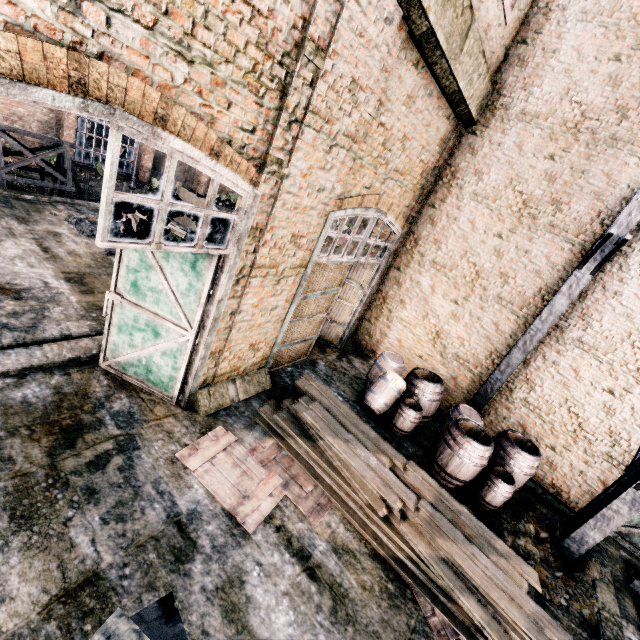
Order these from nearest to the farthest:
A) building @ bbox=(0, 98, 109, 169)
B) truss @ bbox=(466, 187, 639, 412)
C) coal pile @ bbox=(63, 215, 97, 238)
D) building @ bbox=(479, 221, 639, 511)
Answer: truss @ bbox=(466, 187, 639, 412) < building @ bbox=(479, 221, 639, 511) < coal pile @ bbox=(63, 215, 97, 238) < building @ bbox=(0, 98, 109, 169)

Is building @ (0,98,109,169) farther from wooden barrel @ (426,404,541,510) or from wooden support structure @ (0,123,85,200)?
wooden barrel @ (426,404,541,510)

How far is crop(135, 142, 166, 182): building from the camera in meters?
28.7

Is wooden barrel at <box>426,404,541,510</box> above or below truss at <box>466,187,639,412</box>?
below

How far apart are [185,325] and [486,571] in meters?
7.2

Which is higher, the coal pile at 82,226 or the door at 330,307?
the door at 330,307

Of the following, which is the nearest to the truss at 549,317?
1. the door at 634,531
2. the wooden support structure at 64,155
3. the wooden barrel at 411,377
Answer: the wooden barrel at 411,377
